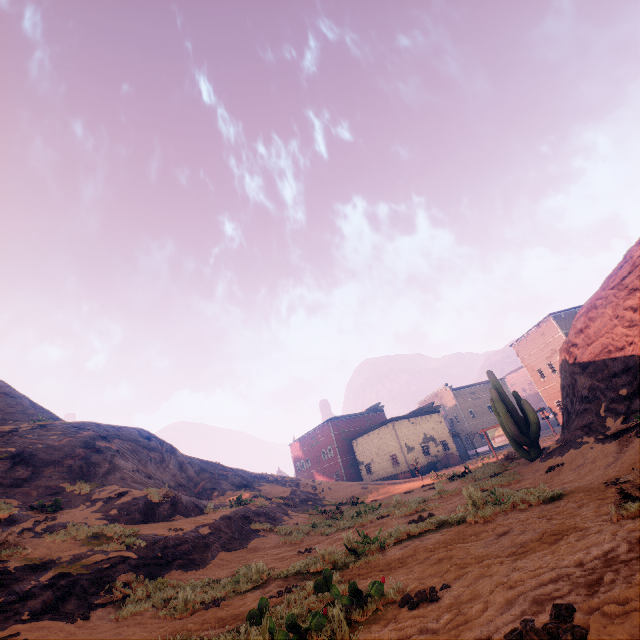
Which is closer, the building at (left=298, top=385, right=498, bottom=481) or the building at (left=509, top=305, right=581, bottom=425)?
the building at (left=509, top=305, right=581, bottom=425)

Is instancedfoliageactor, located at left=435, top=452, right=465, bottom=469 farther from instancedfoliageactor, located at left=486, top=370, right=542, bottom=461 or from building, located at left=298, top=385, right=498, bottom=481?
instancedfoliageactor, located at left=486, top=370, right=542, bottom=461

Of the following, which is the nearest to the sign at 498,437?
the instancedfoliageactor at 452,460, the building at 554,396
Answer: the building at 554,396

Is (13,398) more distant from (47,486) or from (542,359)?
(542,359)

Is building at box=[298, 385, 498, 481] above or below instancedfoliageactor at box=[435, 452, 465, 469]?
above

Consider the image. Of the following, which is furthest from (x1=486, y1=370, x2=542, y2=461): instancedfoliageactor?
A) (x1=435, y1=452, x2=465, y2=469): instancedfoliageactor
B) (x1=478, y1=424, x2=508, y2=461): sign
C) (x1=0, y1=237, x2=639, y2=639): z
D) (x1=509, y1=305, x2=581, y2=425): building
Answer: (x1=435, y1=452, x2=465, y2=469): instancedfoliageactor

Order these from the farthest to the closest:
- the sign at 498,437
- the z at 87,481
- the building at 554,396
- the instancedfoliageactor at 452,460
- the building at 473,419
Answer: the building at 473,419 → the instancedfoliageactor at 452,460 → the building at 554,396 → the sign at 498,437 → the z at 87,481

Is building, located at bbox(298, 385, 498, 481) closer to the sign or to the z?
the z
